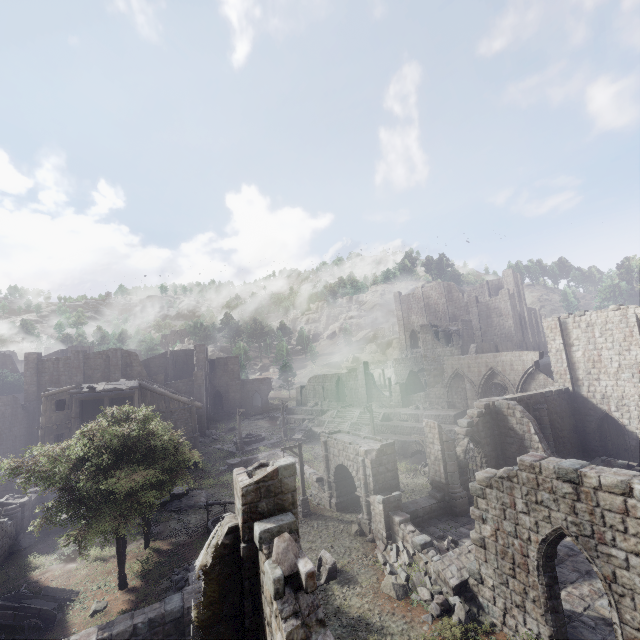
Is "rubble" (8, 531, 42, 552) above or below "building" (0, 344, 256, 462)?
below

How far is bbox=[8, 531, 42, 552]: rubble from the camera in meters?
19.8 m

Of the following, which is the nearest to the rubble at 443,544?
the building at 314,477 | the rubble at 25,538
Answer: the building at 314,477

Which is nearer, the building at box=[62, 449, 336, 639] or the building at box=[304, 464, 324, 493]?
the building at box=[62, 449, 336, 639]

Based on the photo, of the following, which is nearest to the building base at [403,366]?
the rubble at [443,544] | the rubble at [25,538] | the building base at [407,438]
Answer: the building base at [407,438]

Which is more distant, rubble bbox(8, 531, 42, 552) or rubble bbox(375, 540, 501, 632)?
rubble bbox(8, 531, 42, 552)

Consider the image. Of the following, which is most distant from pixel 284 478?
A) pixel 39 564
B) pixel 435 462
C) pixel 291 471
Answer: pixel 39 564

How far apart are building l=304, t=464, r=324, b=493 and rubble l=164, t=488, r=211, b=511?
6.64m
